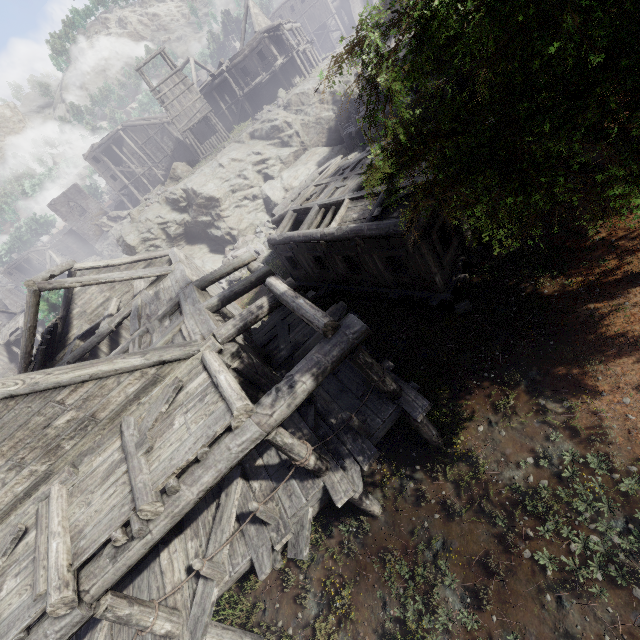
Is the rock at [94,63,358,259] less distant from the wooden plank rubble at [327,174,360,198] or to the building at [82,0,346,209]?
the building at [82,0,346,209]

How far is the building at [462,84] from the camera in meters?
19.0 m

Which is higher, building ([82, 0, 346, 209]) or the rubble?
building ([82, 0, 346, 209])

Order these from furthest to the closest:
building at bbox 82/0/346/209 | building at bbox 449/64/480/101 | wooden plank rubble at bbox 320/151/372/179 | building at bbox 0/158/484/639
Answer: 1. building at bbox 82/0/346/209
2. building at bbox 449/64/480/101
3. wooden plank rubble at bbox 320/151/372/179
4. building at bbox 0/158/484/639

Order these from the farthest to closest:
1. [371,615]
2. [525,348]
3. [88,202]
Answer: [88,202] → [525,348] → [371,615]

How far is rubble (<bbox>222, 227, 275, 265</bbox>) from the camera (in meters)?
22.95

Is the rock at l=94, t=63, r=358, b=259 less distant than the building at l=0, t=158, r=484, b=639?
No

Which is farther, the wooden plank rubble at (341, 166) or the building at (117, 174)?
the building at (117, 174)
